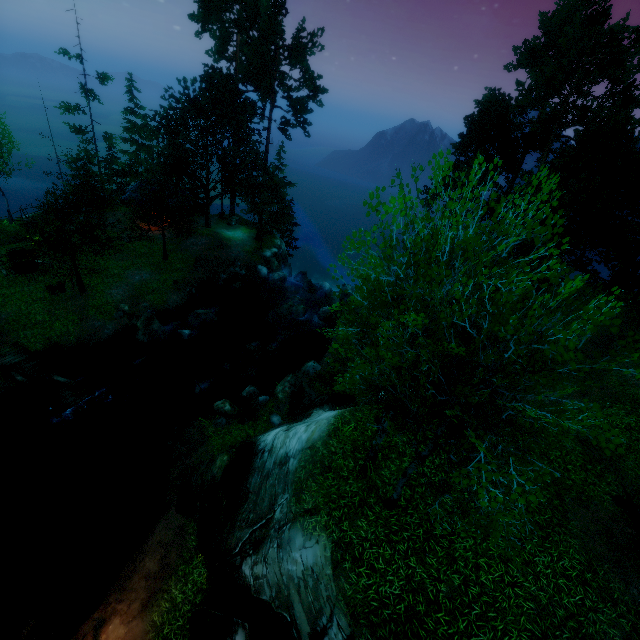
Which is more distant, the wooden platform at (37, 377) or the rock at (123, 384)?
the rock at (123, 384)

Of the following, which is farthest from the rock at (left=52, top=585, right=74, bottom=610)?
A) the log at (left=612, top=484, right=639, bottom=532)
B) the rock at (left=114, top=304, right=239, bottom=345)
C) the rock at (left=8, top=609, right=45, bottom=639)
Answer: the log at (left=612, top=484, right=639, bottom=532)

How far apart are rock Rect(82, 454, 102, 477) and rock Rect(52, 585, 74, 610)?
5.69m

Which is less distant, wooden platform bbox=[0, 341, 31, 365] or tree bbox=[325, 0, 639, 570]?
tree bbox=[325, 0, 639, 570]

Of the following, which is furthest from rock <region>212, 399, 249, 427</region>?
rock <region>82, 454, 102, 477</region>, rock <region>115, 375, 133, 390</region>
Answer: rock <region>82, 454, 102, 477</region>

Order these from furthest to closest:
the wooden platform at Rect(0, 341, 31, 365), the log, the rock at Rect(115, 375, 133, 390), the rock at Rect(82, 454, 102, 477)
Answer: the rock at Rect(115, 375, 133, 390), the wooden platform at Rect(0, 341, 31, 365), the rock at Rect(82, 454, 102, 477), the log

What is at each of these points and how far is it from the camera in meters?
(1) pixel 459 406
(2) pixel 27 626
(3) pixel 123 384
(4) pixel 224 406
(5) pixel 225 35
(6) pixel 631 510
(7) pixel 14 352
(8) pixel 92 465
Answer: (1) tree, 6.7 m
(2) rock, 10.7 m
(3) rock, 20.2 m
(4) rock, 18.1 m
(5) tree, 33.0 m
(6) log, 9.6 m
(7) wooden platform, 19.2 m
(8) rock, 16.7 m

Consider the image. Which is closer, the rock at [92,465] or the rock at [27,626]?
the rock at [27,626]
